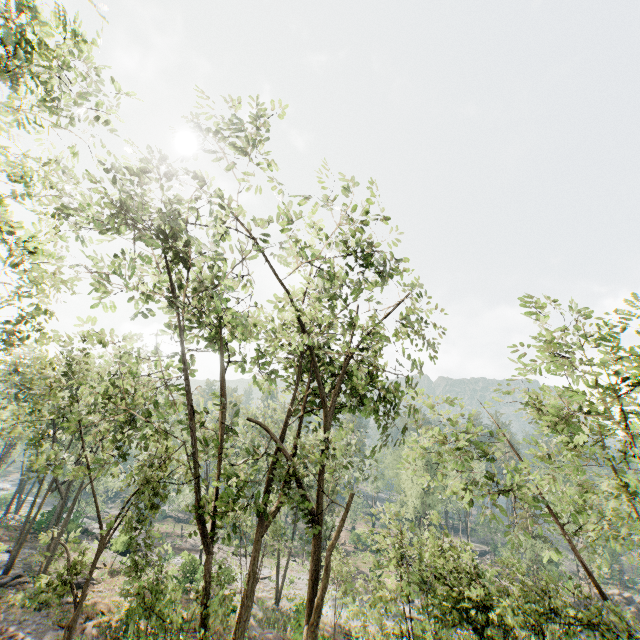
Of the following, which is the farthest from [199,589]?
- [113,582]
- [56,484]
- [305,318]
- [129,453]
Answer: [113,582]

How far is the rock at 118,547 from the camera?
31.2 meters

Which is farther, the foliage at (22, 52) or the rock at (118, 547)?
the rock at (118, 547)

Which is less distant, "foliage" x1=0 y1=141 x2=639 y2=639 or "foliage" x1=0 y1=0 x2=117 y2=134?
"foliage" x1=0 y1=0 x2=117 y2=134

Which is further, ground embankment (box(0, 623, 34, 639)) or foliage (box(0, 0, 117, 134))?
ground embankment (box(0, 623, 34, 639))

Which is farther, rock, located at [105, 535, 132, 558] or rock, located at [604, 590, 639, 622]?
rock, located at [604, 590, 639, 622]

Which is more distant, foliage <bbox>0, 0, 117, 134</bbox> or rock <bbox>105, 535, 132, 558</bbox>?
rock <bbox>105, 535, 132, 558</bbox>

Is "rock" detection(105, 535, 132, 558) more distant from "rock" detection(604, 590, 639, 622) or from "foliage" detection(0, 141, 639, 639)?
"rock" detection(604, 590, 639, 622)
